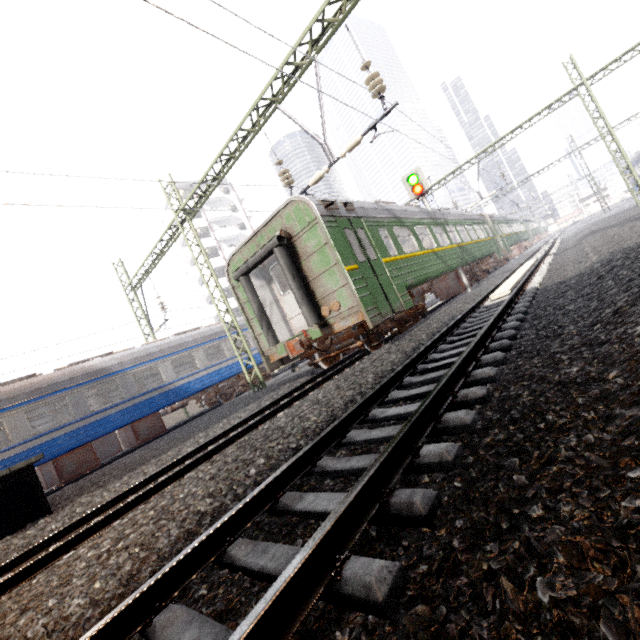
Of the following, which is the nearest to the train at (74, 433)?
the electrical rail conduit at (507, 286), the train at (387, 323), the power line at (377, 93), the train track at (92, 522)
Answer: the power line at (377, 93)

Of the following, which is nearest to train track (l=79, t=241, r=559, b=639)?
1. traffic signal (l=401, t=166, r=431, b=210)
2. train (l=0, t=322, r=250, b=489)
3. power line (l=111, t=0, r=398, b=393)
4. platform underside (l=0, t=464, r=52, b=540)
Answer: traffic signal (l=401, t=166, r=431, b=210)

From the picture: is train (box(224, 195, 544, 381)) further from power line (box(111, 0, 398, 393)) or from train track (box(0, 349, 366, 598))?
power line (box(111, 0, 398, 393))

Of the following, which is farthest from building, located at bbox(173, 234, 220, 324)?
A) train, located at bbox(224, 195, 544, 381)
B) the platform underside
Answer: the platform underside

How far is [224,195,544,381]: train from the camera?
7.77m

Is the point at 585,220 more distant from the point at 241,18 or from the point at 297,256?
the point at 241,18

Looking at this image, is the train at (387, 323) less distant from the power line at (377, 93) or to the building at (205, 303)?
the power line at (377, 93)

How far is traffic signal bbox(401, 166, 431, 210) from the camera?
14.0 meters
